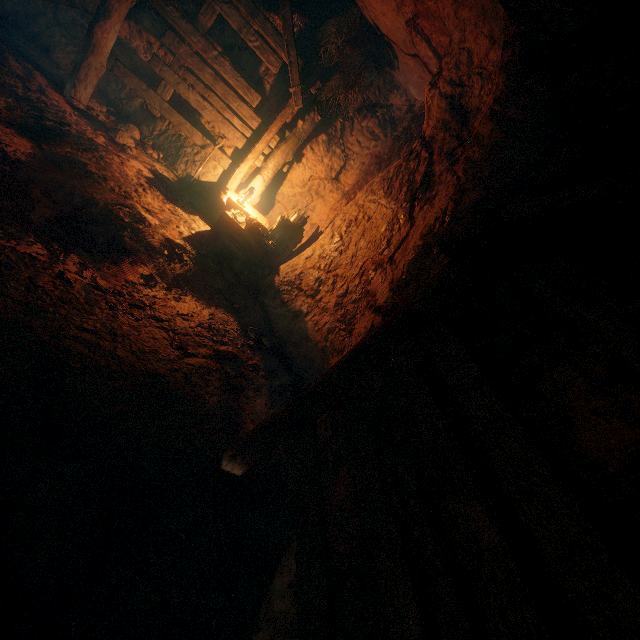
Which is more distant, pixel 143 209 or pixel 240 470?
pixel 143 209

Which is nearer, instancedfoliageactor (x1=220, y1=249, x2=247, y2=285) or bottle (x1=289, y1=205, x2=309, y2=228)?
instancedfoliageactor (x1=220, y1=249, x2=247, y2=285)

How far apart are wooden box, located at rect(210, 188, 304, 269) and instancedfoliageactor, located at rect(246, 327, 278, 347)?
1.8 meters

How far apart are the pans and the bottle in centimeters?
60cm

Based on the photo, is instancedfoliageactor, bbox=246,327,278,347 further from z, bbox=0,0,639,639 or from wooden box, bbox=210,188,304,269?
wooden box, bbox=210,188,304,269

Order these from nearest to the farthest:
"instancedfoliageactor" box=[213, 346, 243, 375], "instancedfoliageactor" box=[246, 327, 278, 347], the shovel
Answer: "instancedfoliageactor" box=[213, 346, 243, 375] → "instancedfoliageactor" box=[246, 327, 278, 347] → the shovel

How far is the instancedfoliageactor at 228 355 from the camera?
4.0m

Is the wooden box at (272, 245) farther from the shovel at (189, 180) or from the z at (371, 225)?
the shovel at (189, 180)
